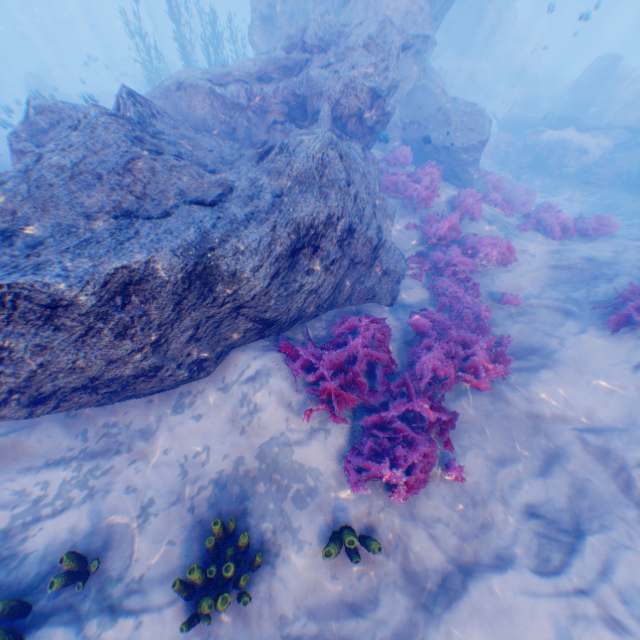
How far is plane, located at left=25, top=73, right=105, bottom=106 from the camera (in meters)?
13.09

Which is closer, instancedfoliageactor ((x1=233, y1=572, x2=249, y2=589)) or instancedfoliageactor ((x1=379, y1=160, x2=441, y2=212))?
instancedfoliageactor ((x1=233, y1=572, x2=249, y2=589))

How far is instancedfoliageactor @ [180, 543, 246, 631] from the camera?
3.5 meters

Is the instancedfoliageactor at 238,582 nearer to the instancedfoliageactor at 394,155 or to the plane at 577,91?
the instancedfoliageactor at 394,155

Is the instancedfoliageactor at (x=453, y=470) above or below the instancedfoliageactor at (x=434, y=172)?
below

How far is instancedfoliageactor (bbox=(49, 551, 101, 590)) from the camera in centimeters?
370cm

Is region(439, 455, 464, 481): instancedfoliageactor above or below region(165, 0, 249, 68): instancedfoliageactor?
below

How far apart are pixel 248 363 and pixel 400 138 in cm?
1305
